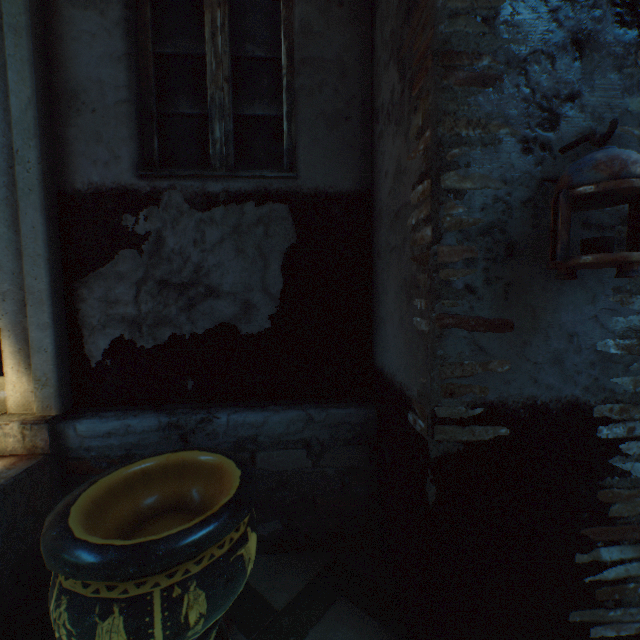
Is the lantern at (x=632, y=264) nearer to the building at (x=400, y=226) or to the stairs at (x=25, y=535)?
the building at (x=400, y=226)

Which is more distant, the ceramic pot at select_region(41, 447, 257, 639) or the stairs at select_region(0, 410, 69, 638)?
the stairs at select_region(0, 410, 69, 638)

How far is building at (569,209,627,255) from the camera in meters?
1.2

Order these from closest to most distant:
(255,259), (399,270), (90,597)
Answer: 1. (90,597)
2. (399,270)
3. (255,259)

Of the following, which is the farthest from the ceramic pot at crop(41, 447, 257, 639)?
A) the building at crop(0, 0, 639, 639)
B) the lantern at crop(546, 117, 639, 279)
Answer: the lantern at crop(546, 117, 639, 279)

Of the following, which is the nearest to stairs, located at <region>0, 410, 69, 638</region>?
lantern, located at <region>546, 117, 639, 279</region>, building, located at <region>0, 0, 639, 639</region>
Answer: building, located at <region>0, 0, 639, 639</region>

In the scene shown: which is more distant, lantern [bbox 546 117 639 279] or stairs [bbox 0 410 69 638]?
stairs [bbox 0 410 69 638]

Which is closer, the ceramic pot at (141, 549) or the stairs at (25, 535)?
the ceramic pot at (141, 549)
